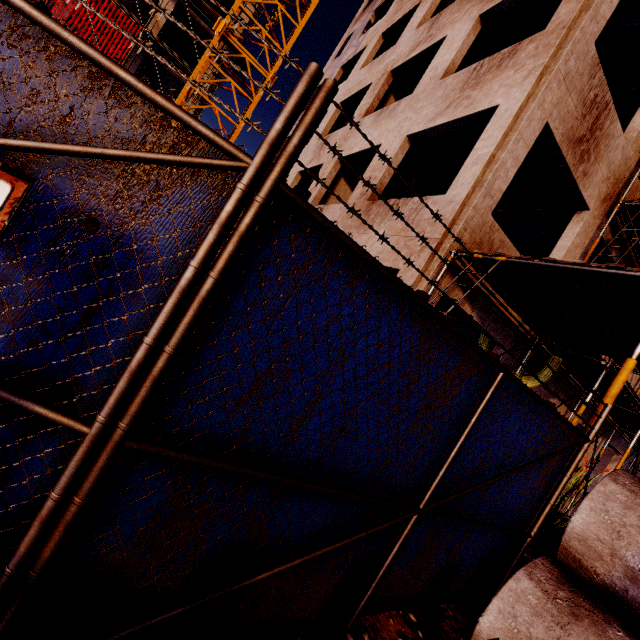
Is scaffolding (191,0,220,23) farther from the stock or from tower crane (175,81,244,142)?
tower crane (175,81,244,142)

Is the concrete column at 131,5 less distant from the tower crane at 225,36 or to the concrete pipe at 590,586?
the tower crane at 225,36

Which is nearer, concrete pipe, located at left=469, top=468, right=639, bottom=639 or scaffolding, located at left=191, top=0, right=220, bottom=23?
concrete pipe, located at left=469, top=468, right=639, bottom=639

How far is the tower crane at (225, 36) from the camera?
12.6 meters

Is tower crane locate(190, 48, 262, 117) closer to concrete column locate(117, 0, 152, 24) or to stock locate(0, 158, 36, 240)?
stock locate(0, 158, 36, 240)

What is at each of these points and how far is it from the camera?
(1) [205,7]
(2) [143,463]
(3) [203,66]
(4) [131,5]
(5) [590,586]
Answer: (1) scaffolding, 21.4m
(2) fence, 1.3m
(3) tower crane, 14.6m
(4) concrete column, 23.7m
(5) concrete pipe, 2.8m

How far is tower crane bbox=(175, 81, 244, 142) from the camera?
12.64m

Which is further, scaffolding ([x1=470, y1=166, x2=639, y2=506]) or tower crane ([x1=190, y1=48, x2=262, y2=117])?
tower crane ([x1=190, y1=48, x2=262, y2=117])
